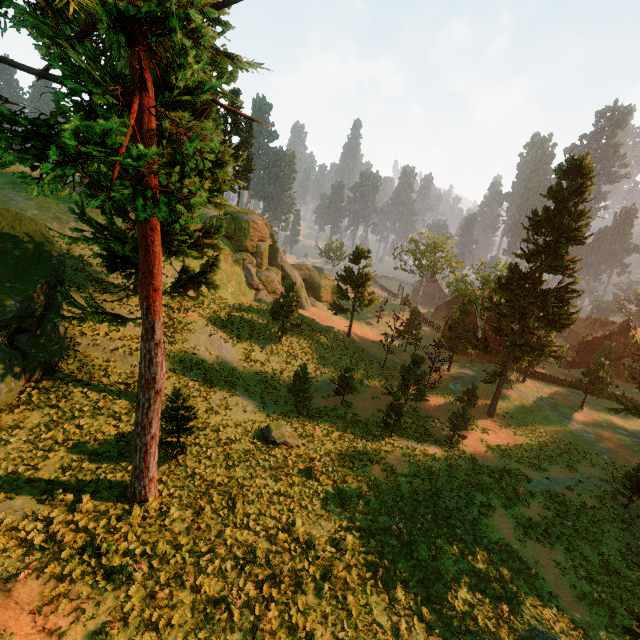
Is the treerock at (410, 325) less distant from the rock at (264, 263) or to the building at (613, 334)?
the building at (613, 334)

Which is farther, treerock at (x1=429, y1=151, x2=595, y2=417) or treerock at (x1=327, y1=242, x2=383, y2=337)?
treerock at (x1=327, y1=242, x2=383, y2=337)

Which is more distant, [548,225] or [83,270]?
[548,225]

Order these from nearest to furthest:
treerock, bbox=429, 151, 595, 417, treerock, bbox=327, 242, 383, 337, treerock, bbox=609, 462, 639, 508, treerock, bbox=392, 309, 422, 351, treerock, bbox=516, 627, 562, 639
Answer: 1. treerock, bbox=516, 627, 562, 639
2. treerock, bbox=609, 462, 639, 508
3. treerock, bbox=429, 151, 595, 417
4. treerock, bbox=392, 309, 422, 351
5. treerock, bbox=327, 242, 383, 337

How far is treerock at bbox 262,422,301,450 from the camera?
17.7 meters

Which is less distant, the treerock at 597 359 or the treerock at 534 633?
the treerock at 534 633
